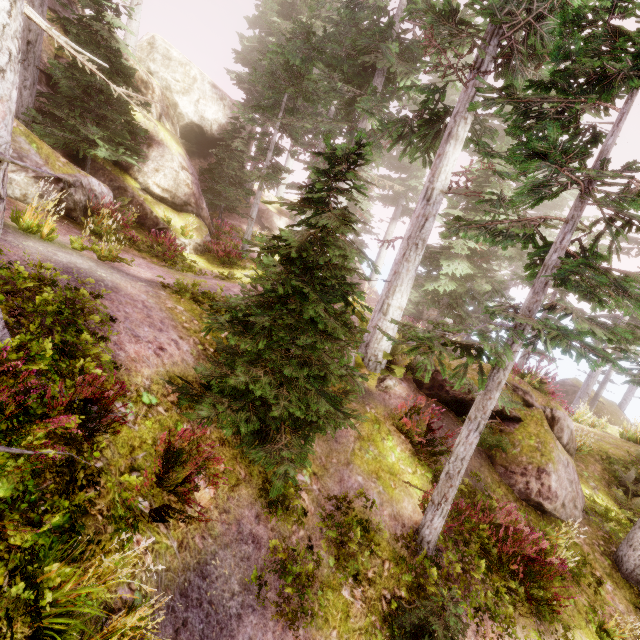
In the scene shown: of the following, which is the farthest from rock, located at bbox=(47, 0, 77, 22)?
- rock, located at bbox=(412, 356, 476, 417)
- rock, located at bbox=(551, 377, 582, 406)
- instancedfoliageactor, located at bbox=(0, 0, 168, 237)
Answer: rock, located at bbox=(551, 377, 582, 406)

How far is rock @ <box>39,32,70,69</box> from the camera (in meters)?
13.21

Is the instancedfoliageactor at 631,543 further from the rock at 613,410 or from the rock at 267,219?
the rock at 613,410

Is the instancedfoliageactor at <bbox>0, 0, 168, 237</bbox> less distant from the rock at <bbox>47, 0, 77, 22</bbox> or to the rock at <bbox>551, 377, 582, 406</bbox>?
the rock at <bbox>47, 0, 77, 22</bbox>

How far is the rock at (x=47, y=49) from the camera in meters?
13.2 m

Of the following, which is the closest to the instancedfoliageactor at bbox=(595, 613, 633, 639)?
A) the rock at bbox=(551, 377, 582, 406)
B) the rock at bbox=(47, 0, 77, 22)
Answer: the rock at bbox=(47, 0, 77, 22)

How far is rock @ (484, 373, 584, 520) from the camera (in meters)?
8.48

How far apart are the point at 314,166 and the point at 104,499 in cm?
498
